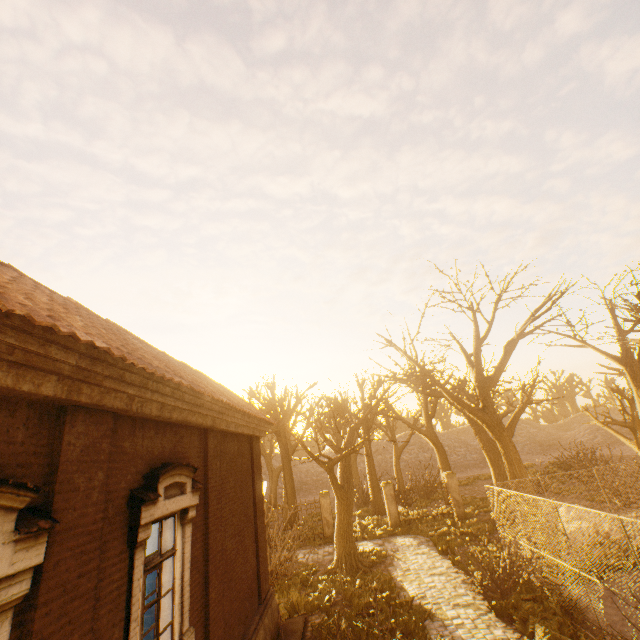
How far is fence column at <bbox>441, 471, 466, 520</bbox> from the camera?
19.30m

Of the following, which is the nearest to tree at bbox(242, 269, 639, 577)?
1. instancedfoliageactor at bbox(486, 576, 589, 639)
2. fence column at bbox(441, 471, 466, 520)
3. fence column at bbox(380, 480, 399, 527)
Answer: fence column at bbox(441, 471, 466, 520)

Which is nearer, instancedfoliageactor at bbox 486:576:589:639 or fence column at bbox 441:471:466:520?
instancedfoliageactor at bbox 486:576:589:639

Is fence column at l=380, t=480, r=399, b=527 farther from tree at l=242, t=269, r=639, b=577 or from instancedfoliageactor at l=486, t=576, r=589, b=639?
instancedfoliageactor at l=486, t=576, r=589, b=639

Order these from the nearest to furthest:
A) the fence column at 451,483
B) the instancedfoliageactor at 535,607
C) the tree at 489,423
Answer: the instancedfoliageactor at 535,607
the tree at 489,423
the fence column at 451,483

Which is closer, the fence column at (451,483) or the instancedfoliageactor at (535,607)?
the instancedfoliageactor at (535,607)

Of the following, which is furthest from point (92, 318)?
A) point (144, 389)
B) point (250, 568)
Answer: point (250, 568)

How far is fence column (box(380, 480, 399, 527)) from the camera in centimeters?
1933cm
